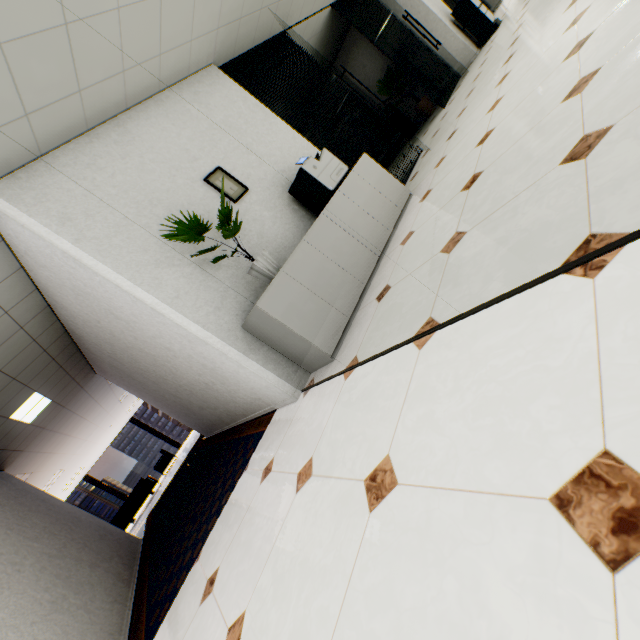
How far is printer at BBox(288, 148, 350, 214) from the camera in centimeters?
346cm

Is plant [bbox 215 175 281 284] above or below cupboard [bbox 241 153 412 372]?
above

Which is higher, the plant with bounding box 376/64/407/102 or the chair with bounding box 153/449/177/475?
the plant with bounding box 376/64/407/102

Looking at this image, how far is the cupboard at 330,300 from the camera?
2.7m

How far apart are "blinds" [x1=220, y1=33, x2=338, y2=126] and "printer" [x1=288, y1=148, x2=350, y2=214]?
0.7 meters

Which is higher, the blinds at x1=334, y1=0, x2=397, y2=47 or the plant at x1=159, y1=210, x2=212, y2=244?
the blinds at x1=334, y1=0, x2=397, y2=47

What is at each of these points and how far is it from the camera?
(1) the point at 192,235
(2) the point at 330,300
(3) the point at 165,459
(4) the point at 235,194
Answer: (1) plant, 2.7m
(2) cupboard, 2.9m
(3) chair, 13.7m
(4) picture, 3.5m

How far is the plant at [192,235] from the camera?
2.5 meters
